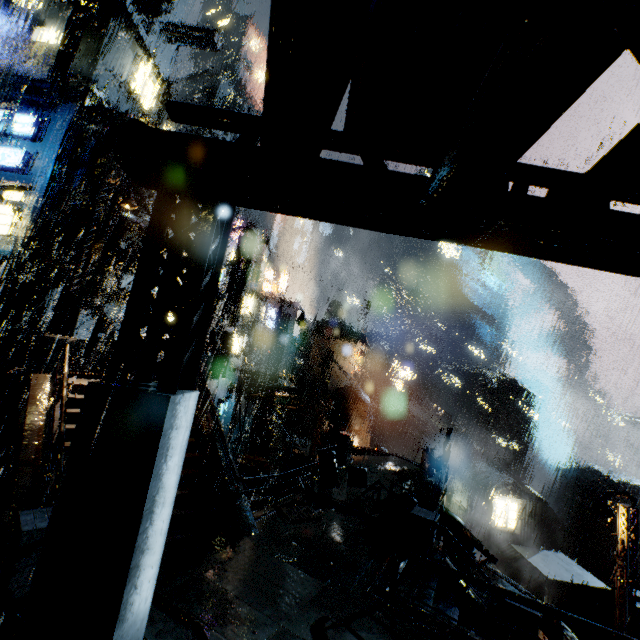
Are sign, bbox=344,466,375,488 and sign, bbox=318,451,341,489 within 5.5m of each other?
yes

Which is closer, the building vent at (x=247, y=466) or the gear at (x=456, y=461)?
the building vent at (x=247, y=466)

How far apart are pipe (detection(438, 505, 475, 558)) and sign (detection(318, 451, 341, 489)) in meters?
4.9

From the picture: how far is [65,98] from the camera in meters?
21.2

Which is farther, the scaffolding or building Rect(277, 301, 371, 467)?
building Rect(277, 301, 371, 467)

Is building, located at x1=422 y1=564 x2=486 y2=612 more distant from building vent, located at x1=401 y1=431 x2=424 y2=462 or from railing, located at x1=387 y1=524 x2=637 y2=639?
building vent, located at x1=401 y1=431 x2=424 y2=462

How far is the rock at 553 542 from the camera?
47.57m

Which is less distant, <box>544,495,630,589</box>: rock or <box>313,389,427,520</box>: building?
<box>313,389,427,520</box>: building
